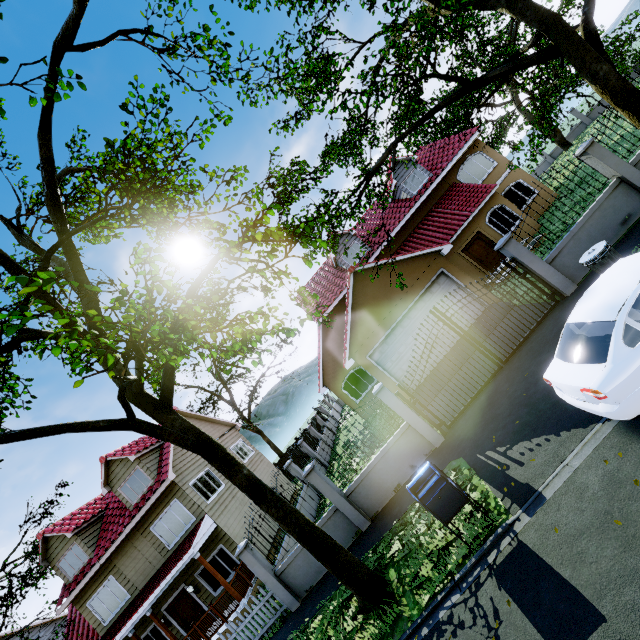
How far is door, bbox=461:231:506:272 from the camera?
17.6 meters

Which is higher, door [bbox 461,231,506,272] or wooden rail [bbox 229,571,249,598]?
door [bbox 461,231,506,272]

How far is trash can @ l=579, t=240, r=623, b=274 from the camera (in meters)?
7.32

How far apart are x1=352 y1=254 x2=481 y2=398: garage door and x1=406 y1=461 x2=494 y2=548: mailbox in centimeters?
778cm

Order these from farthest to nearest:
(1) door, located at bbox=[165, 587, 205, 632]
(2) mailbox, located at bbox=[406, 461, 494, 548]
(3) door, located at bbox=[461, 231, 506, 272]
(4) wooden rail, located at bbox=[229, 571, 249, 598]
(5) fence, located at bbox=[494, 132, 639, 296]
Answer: (3) door, located at bbox=[461, 231, 506, 272], (1) door, located at bbox=[165, 587, 205, 632], (4) wooden rail, located at bbox=[229, 571, 249, 598], (5) fence, located at bbox=[494, 132, 639, 296], (2) mailbox, located at bbox=[406, 461, 494, 548]

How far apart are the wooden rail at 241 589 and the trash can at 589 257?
16.6 meters

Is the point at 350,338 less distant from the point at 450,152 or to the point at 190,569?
the point at 190,569

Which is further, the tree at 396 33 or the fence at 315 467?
the fence at 315 467
